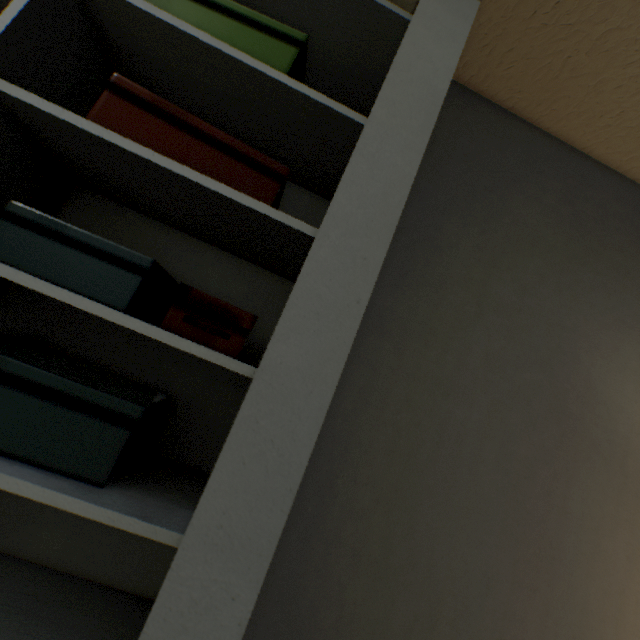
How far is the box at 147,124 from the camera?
0.7m

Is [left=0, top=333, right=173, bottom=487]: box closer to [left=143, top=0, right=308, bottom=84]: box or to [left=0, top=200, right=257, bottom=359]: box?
[left=0, top=200, right=257, bottom=359]: box

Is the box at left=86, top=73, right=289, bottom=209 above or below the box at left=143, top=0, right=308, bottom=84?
below

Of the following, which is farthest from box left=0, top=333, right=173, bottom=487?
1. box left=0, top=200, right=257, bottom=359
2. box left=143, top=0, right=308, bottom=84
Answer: box left=143, top=0, right=308, bottom=84

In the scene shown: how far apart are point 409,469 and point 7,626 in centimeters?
91cm

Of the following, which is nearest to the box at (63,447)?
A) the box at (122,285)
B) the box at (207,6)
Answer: the box at (122,285)

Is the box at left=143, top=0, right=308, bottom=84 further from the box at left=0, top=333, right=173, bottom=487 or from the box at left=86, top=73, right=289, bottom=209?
the box at left=0, top=333, right=173, bottom=487

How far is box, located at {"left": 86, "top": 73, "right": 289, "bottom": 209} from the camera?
0.7m
